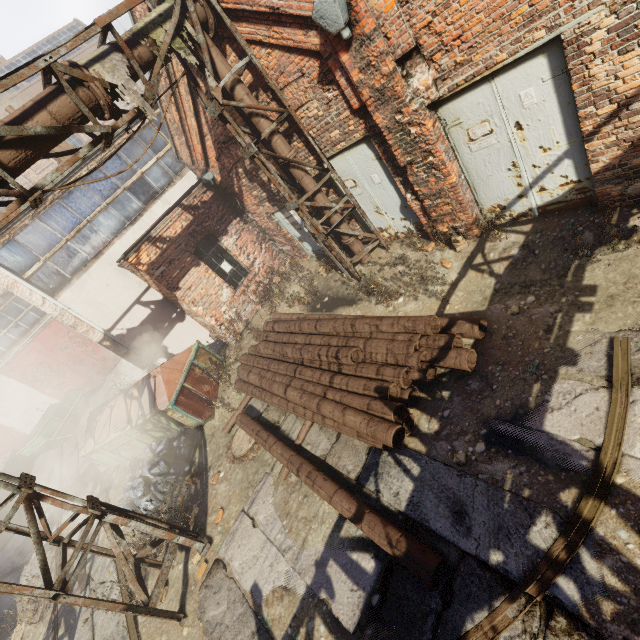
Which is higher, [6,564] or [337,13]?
[337,13]

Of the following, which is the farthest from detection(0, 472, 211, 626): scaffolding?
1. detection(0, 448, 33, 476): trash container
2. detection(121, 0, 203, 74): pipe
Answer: detection(0, 448, 33, 476): trash container

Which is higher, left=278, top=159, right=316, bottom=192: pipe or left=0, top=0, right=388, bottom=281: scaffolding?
left=0, top=0, right=388, bottom=281: scaffolding

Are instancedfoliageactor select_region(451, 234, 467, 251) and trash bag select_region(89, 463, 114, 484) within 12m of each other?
yes

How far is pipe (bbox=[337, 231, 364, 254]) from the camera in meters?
7.9

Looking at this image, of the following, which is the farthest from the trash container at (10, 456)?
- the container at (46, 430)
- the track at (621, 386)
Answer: the track at (621, 386)

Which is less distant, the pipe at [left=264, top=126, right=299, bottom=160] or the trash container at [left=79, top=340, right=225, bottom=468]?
the pipe at [left=264, top=126, right=299, bottom=160]

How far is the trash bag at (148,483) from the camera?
7.66m
